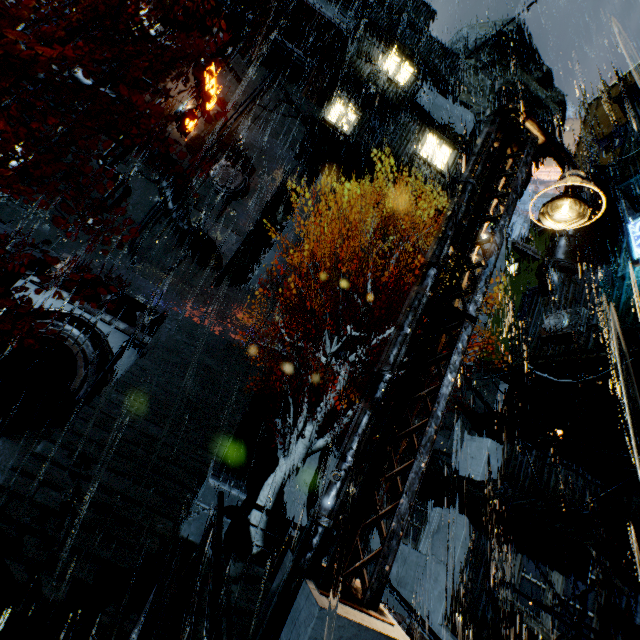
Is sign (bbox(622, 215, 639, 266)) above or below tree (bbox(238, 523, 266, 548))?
above

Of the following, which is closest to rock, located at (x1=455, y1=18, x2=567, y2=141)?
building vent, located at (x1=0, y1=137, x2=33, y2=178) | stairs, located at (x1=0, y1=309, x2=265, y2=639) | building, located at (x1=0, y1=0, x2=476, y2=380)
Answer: building, located at (x1=0, y1=0, x2=476, y2=380)

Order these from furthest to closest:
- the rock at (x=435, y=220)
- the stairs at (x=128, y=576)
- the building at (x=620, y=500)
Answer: the rock at (x=435, y=220), the building at (x=620, y=500), the stairs at (x=128, y=576)

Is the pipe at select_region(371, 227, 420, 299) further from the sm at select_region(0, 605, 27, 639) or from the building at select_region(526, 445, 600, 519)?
the sm at select_region(0, 605, 27, 639)

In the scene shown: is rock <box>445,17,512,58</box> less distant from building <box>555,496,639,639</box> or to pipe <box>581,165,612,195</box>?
building <box>555,496,639,639</box>

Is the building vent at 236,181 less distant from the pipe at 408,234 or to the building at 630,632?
the building at 630,632

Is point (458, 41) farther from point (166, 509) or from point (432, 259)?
point (166, 509)

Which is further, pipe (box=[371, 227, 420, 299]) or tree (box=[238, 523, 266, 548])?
pipe (box=[371, 227, 420, 299])
